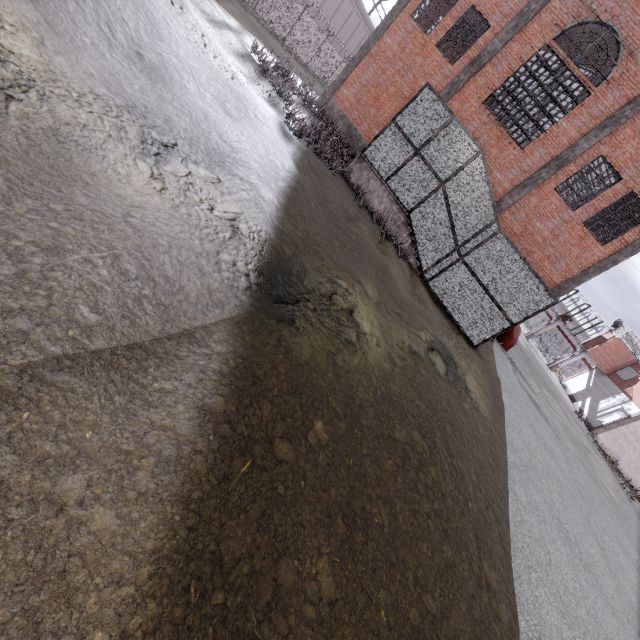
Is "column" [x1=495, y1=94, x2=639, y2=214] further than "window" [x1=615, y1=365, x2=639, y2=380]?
No

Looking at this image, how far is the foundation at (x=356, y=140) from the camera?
18.0m

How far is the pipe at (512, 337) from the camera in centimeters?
1755cm

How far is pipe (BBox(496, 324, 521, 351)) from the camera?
17.5 meters

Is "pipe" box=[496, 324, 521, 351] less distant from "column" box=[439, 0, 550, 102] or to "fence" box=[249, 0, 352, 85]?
"column" box=[439, 0, 550, 102]

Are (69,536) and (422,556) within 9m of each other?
yes

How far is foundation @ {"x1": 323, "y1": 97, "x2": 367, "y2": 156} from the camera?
18.0 meters

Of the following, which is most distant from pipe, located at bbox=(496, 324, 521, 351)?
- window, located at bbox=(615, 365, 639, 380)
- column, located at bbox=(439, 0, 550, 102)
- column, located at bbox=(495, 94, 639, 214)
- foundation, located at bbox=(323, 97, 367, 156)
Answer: window, located at bbox=(615, 365, 639, 380)
